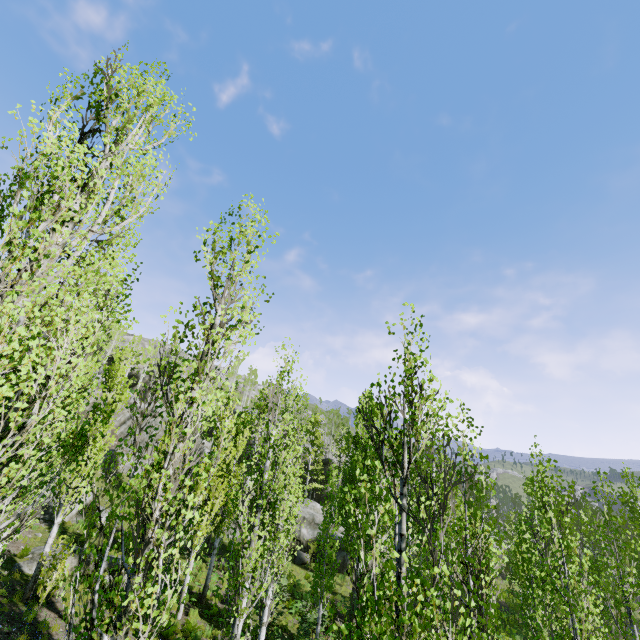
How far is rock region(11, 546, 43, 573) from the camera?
14.4 meters

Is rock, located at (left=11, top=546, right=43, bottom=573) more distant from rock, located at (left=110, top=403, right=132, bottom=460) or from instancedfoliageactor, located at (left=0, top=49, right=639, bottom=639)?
rock, located at (left=110, top=403, right=132, bottom=460)

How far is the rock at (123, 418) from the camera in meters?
34.6 m

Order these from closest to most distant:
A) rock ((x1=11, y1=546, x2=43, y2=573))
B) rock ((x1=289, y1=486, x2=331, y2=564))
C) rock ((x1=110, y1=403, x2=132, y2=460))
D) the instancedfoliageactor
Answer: the instancedfoliageactor
rock ((x1=11, y1=546, x2=43, y2=573))
rock ((x1=289, y1=486, x2=331, y2=564))
rock ((x1=110, y1=403, x2=132, y2=460))

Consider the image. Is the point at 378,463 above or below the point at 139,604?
above

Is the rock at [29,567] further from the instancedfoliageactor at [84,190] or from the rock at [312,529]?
the rock at [312,529]

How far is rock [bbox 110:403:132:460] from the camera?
34.62m
